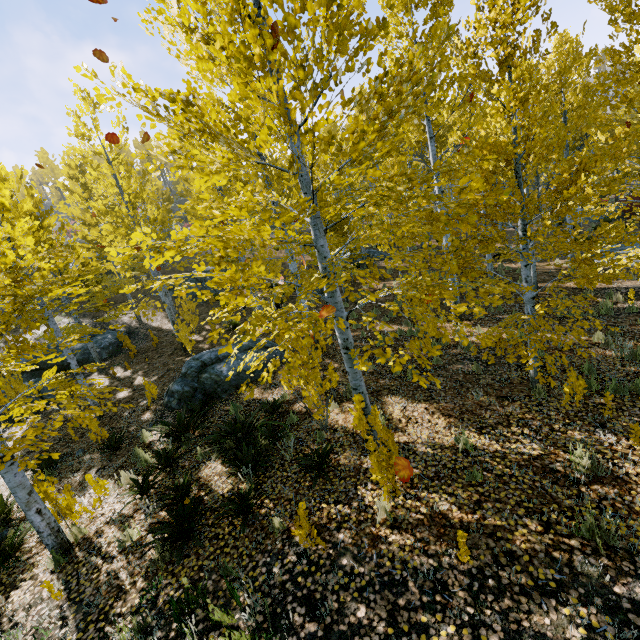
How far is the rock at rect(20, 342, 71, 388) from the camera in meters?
14.4 m

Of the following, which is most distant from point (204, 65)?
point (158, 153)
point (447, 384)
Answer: point (447, 384)

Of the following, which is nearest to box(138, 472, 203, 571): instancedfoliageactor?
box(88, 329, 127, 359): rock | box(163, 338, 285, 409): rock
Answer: box(163, 338, 285, 409): rock

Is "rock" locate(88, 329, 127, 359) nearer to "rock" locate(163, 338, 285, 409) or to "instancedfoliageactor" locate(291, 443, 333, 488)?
"instancedfoliageactor" locate(291, 443, 333, 488)

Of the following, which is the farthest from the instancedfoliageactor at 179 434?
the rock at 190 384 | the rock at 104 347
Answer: the rock at 104 347
